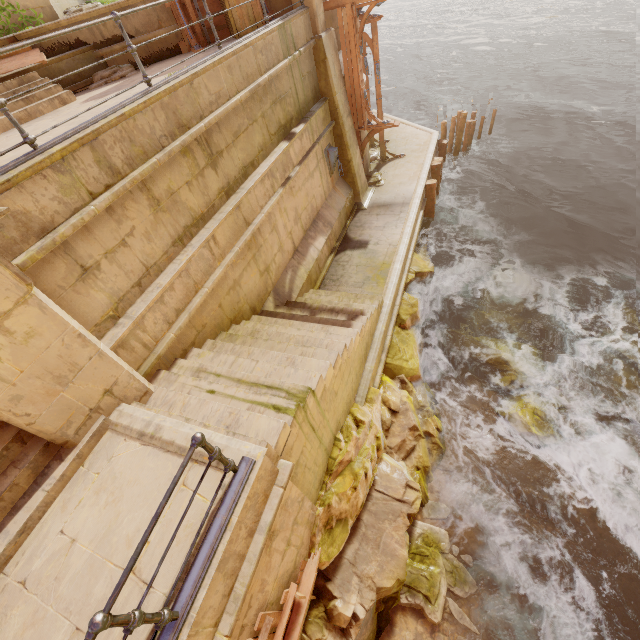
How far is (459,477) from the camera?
7.3m

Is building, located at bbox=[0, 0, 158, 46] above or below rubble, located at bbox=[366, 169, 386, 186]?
above

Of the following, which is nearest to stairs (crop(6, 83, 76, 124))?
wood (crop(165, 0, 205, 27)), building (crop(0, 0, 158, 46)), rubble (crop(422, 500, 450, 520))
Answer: building (crop(0, 0, 158, 46))

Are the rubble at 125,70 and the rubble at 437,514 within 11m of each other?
no

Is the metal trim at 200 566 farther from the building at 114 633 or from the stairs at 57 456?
the stairs at 57 456

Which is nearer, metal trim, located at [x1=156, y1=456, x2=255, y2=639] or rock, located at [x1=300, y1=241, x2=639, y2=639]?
metal trim, located at [x1=156, y1=456, x2=255, y2=639]

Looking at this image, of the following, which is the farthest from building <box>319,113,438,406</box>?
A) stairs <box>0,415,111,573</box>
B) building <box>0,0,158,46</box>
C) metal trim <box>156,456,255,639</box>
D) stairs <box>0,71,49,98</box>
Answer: stairs <box>0,71,49,98</box>

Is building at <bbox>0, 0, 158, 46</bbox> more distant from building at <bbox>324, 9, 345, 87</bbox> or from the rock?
building at <bbox>324, 9, 345, 87</bbox>
